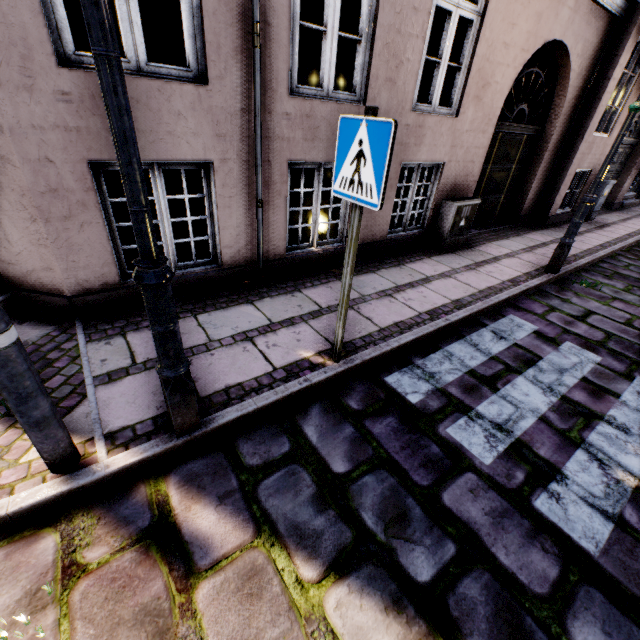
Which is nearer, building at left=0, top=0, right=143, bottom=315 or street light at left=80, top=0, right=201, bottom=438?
street light at left=80, top=0, right=201, bottom=438

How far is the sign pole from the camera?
2.3m

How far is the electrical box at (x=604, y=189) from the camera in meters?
8.6 m

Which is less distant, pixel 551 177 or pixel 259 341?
pixel 259 341

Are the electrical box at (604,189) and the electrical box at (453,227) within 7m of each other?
yes

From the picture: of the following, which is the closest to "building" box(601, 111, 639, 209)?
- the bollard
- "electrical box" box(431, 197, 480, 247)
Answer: "electrical box" box(431, 197, 480, 247)

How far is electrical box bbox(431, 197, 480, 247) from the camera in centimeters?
573cm

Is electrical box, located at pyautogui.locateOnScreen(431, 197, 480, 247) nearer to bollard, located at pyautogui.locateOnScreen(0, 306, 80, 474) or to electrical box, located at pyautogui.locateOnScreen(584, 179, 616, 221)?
electrical box, located at pyautogui.locateOnScreen(584, 179, 616, 221)
